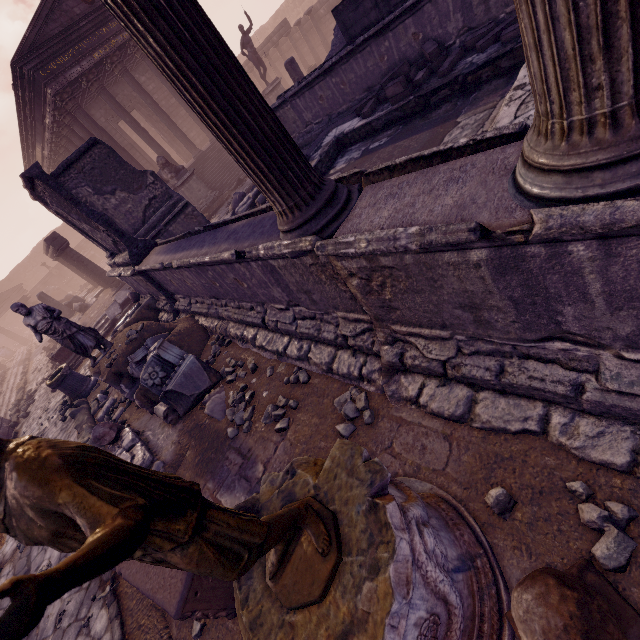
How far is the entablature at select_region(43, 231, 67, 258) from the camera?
12.9 meters

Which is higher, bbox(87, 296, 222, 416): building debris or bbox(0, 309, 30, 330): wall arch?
bbox(0, 309, 30, 330): wall arch

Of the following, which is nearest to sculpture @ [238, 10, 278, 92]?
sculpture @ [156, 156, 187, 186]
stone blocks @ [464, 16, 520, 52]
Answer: sculpture @ [156, 156, 187, 186]

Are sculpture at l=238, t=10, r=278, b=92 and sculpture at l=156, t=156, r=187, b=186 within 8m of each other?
yes

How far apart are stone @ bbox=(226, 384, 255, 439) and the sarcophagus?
0.80m

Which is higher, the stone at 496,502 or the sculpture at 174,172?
the sculpture at 174,172

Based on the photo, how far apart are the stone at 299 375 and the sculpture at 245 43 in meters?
17.1

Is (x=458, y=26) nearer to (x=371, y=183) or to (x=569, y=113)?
(x=371, y=183)
